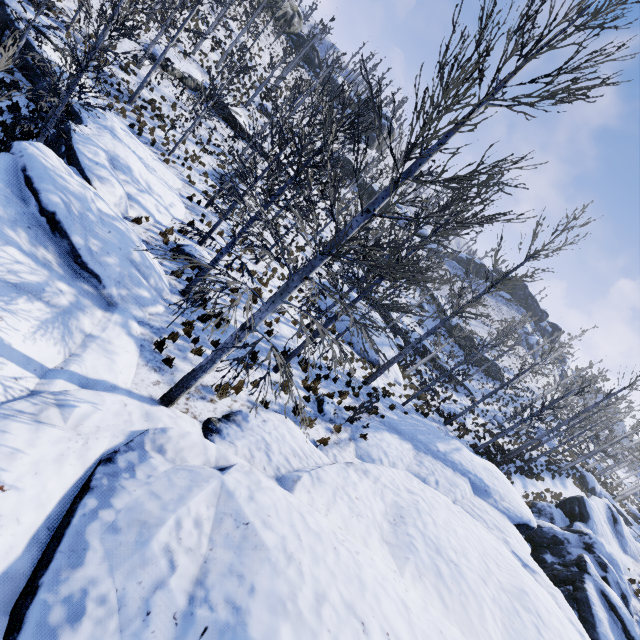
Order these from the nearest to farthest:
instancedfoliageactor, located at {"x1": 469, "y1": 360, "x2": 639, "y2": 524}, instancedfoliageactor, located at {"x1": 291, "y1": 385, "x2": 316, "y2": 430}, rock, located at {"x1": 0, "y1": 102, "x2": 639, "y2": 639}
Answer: rock, located at {"x1": 0, "y1": 102, "x2": 639, "y2": 639} < instancedfoliageactor, located at {"x1": 291, "y1": 385, "x2": 316, "y2": 430} < instancedfoliageactor, located at {"x1": 469, "y1": 360, "x2": 639, "y2": 524}

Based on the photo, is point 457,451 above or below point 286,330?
above

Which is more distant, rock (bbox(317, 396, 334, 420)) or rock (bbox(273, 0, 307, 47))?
rock (bbox(273, 0, 307, 47))

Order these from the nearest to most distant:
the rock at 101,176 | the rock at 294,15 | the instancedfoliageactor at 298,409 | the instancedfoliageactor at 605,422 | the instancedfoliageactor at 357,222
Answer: the rock at 101,176
the instancedfoliageactor at 357,222
the instancedfoliageactor at 298,409
the instancedfoliageactor at 605,422
the rock at 294,15

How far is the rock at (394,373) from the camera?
21.54m

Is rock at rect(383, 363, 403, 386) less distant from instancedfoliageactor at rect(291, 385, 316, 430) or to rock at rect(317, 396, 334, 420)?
instancedfoliageactor at rect(291, 385, 316, 430)

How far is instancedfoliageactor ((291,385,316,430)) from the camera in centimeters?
511cm

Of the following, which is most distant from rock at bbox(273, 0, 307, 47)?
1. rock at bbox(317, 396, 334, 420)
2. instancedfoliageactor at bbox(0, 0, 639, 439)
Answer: rock at bbox(317, 396, 334, 420)
